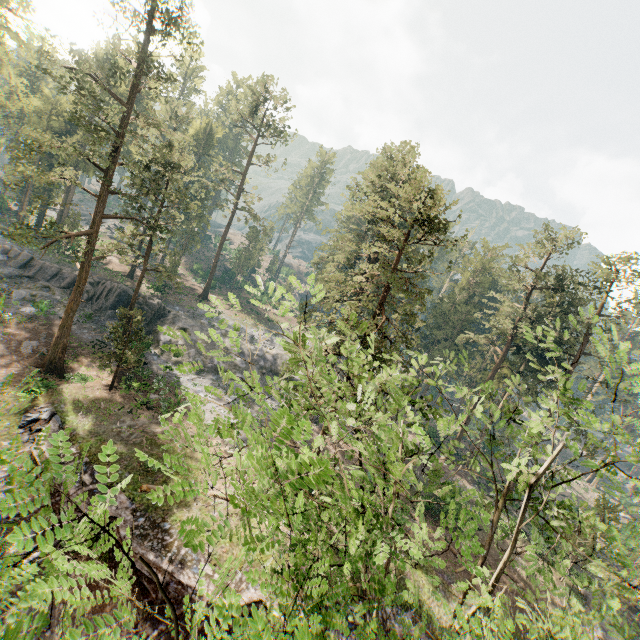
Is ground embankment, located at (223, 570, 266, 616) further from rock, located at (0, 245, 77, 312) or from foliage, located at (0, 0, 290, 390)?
rock, located at (0, 245, 77, 312)

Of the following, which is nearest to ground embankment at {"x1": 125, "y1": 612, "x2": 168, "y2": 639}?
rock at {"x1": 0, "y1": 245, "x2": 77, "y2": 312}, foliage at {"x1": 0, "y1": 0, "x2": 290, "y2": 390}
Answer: foliage at {"x1": 0, "y1": 0, "x2": 290, "y2": 390}

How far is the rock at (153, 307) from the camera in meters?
37.0

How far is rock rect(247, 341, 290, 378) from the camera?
41.5 meters

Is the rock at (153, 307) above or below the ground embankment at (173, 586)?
above

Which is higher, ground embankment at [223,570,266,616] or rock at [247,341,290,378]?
rock at [247,341,290,378]

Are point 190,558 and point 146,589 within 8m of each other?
yes
